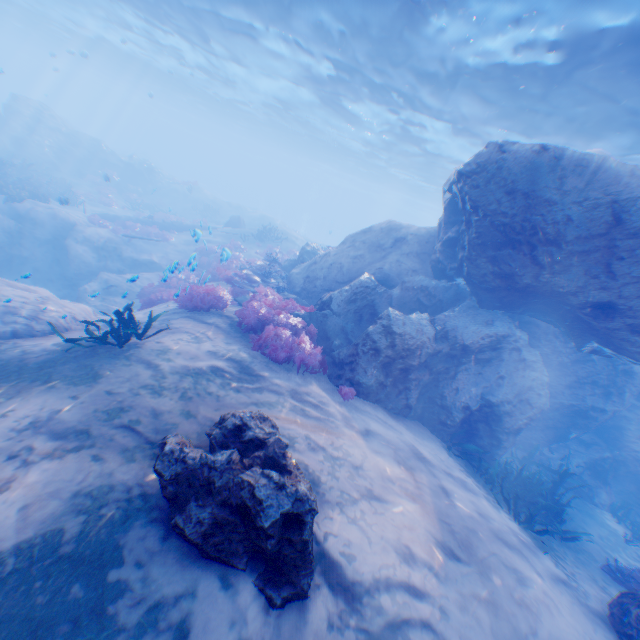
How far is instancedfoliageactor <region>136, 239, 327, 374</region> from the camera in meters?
7.8 m

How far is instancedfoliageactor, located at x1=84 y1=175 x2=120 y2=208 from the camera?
25.43m

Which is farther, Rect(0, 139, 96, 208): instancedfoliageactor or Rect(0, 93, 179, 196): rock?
Rect(0, 93, 179, 196): rock

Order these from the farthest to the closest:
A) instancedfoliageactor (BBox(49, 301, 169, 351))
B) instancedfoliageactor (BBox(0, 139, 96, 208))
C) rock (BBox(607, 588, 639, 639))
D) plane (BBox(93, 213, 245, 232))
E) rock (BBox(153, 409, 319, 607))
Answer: plane (BBox(93, 213, 245, 232))
instancedfoliageactor (BBox(0, 139, 96, 208))
instancedfoliageactor (BBox(49, 301, 169, 351))
rock (BBox(607, 588, 639, 639))
rock (BBox(153, 409, 319, 607))

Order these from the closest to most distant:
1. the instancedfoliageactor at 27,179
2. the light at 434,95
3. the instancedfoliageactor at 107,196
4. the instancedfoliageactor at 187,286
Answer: the instancedfoliageactor at 187,286 < the light at 434,95 < the instancedfoliageactor at 27,179 < the instancedfoliageactor at 107,196

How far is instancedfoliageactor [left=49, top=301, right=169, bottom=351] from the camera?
6.4m

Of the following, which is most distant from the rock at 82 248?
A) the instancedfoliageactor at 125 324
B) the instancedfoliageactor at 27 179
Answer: the instancedfoliageactor at 125 324

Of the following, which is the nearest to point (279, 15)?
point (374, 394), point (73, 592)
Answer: point (374, 394)
